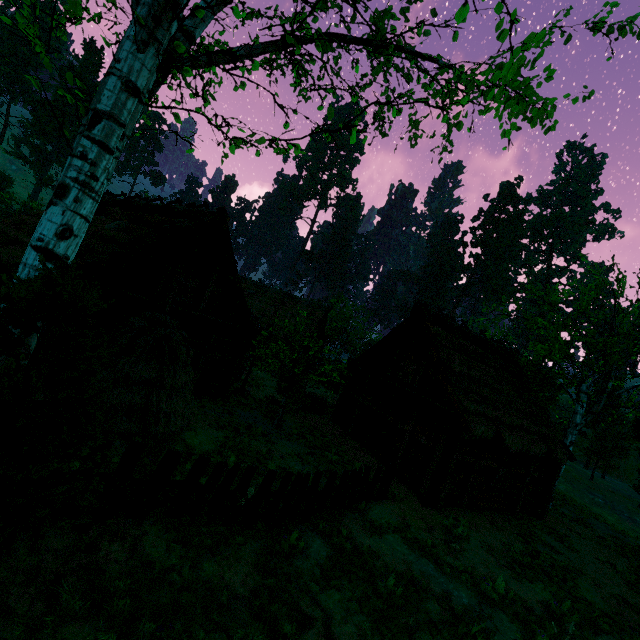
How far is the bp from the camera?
14.17m

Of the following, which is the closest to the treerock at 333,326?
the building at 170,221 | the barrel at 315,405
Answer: the building at 170,221

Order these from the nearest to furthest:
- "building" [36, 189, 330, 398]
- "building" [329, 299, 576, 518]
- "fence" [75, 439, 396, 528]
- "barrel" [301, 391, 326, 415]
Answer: "fence" [75, 439, 396, 528], "building" [36, 189, 330, 398], "building" [329, 299, 576, 518], "barrel" [301, 391, 326, 415]

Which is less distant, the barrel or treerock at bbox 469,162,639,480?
treerock at bbox 469,162,639,480

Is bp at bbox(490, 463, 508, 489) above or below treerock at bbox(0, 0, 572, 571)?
below

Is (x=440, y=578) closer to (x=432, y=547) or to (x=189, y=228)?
(x=432, y=547)

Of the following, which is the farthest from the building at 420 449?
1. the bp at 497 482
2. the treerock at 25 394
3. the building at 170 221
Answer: the building at 170 221

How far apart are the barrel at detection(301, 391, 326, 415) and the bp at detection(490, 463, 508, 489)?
9.3 meters
